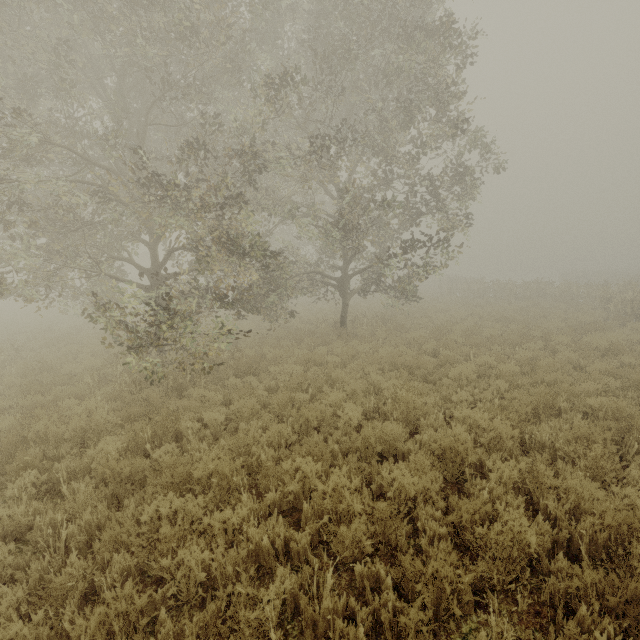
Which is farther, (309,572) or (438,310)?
(438,310)
